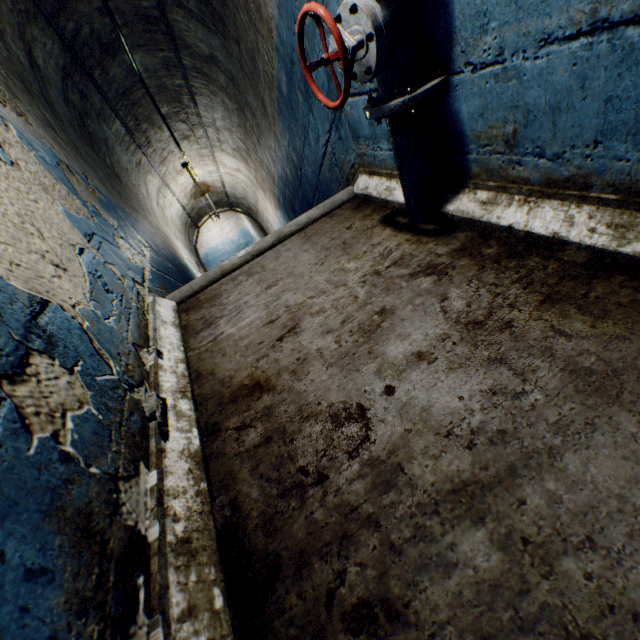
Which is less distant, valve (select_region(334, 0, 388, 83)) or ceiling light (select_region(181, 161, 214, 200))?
valve (select_region(334, 0, 388, 83))

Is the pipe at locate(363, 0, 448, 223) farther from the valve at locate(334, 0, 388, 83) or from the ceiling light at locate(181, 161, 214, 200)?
the ceiling light at locate(181, 161, 214, 200)

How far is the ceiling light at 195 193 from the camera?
4.94m

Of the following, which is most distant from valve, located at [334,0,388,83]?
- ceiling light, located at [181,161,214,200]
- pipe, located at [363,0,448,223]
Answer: ceiling light, located at [181,161,214,200]

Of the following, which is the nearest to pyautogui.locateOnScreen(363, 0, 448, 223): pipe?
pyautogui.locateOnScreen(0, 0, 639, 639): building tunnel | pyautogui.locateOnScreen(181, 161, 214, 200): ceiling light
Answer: pyautogui.locateOnScreen(0, 0, 639, 639): building tunnel

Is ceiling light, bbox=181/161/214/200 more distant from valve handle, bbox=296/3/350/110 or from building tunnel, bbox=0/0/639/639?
valve handle, bbox=296/3/350/110

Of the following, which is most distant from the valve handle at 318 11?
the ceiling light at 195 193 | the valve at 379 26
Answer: the ceiling light at 195 193

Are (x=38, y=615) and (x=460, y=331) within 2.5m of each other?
yes
